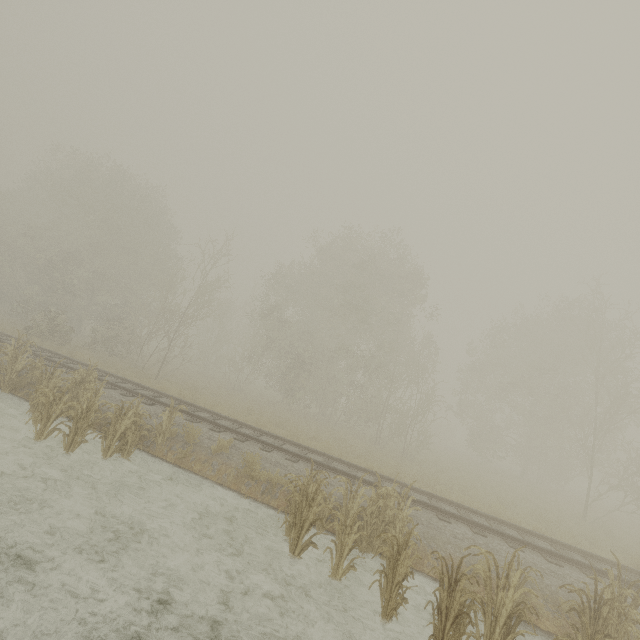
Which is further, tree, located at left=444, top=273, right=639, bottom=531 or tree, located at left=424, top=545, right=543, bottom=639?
tree, located at left=444, top=273, right=639, bottom=531

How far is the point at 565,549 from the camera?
10.4 meters

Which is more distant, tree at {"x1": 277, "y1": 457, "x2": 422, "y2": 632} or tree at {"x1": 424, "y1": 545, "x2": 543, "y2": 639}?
tree at {"x1": 277, "y1": 457, "x2": 422, "y2": 632}

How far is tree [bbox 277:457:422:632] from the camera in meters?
5.7 m

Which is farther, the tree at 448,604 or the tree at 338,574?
the tree at 338,574

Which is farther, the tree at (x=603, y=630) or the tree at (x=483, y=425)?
the tree at (x=483, y=425)

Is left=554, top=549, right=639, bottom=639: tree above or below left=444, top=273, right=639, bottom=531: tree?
below
